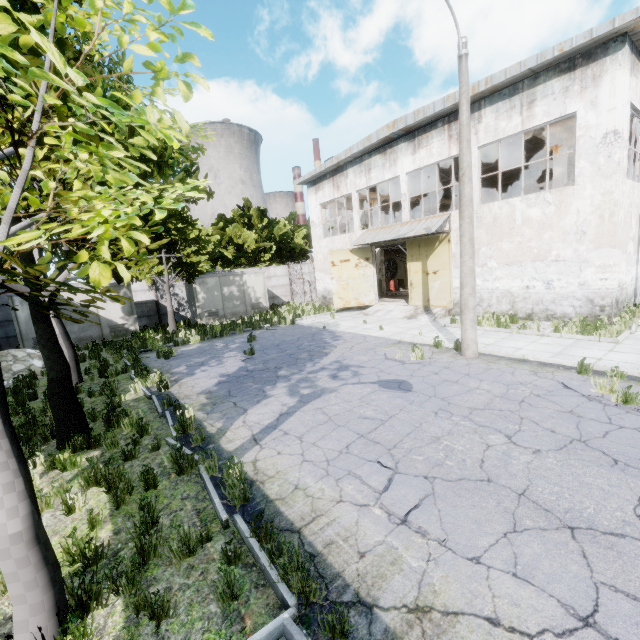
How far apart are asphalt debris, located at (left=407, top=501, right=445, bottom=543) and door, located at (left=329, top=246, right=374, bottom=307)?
16.4m

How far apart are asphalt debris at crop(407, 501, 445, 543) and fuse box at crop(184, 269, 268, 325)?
19.0 meters

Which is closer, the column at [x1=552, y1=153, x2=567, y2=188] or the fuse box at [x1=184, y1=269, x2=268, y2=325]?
A: the column at [x1=552, y1=153, x2=567, y2=188]

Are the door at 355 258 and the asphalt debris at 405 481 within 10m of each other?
no

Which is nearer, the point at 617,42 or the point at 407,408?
the point at 407,408

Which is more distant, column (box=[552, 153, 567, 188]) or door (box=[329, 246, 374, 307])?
door (box=[329, 246, 374, 307])

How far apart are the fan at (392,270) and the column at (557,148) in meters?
15.2 m

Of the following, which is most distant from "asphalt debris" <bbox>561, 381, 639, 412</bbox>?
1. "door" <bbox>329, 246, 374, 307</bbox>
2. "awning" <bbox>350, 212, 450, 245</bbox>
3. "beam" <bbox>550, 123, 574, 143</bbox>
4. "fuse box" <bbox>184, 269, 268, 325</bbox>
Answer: "fuse box" <bbox>184, 269, 268, 325</bbox>
